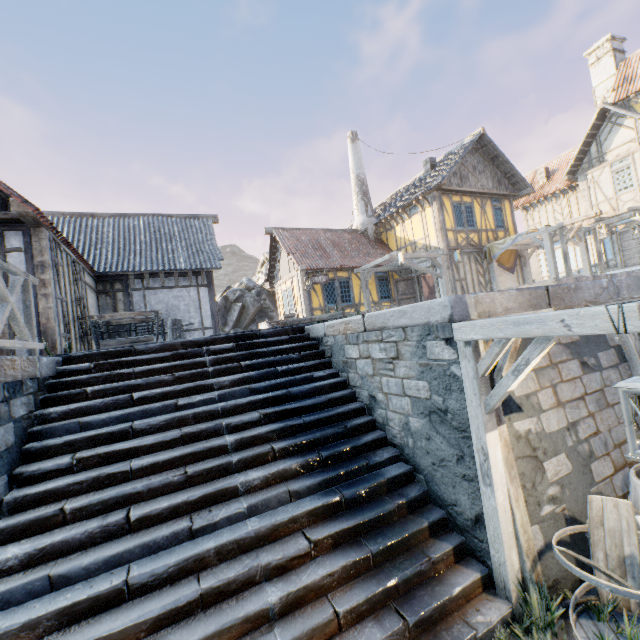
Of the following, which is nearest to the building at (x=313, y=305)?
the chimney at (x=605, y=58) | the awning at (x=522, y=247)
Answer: the awning at (x=522, y=247)

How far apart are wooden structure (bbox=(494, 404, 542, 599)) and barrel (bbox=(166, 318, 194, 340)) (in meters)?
10.42

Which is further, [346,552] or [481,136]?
[481,136]

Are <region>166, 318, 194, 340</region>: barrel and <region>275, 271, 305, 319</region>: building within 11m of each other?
yes

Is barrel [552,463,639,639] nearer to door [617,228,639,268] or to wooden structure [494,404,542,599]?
wooden structure [494,404,542,599]

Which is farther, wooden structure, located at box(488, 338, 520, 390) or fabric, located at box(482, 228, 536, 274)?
fabric, located at box(482, 228, 536, 274)

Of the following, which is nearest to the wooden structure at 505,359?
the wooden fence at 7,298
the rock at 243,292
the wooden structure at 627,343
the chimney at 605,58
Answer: the wooden structure at 627,343

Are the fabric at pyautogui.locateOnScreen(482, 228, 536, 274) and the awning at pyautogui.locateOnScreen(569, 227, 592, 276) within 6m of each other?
yes
